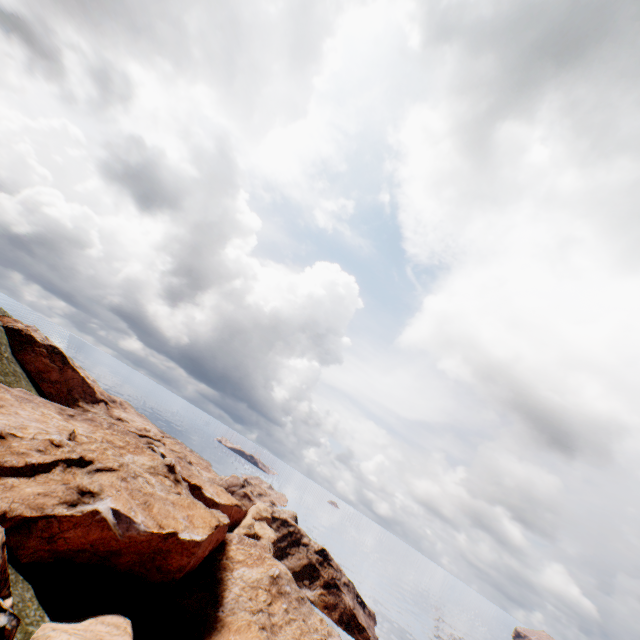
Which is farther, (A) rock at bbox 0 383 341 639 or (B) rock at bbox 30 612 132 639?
(A) rock at bbox 0 383 341 639

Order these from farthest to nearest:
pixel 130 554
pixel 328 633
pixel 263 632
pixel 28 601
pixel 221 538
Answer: pixel 221 538
pixel 328 633
pixel 263 632
pixel 130 554
pixel 28 601

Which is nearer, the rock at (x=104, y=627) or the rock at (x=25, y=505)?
the rock at (x=104, y=627)
